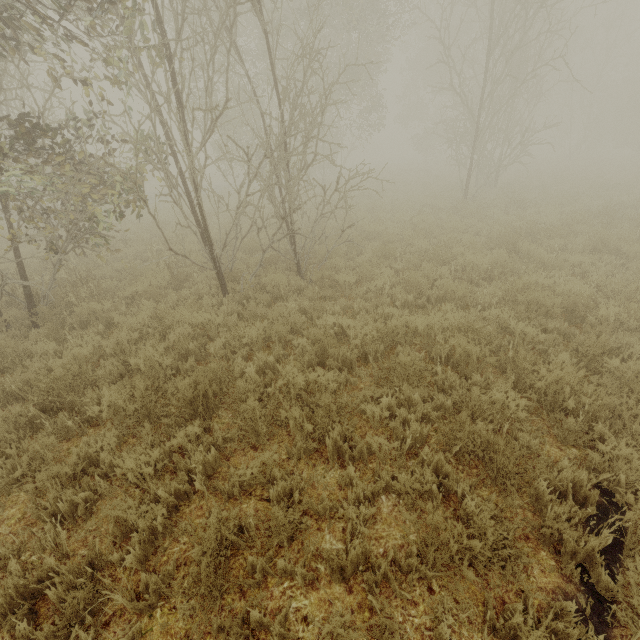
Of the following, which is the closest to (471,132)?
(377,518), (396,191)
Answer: (396,191)
